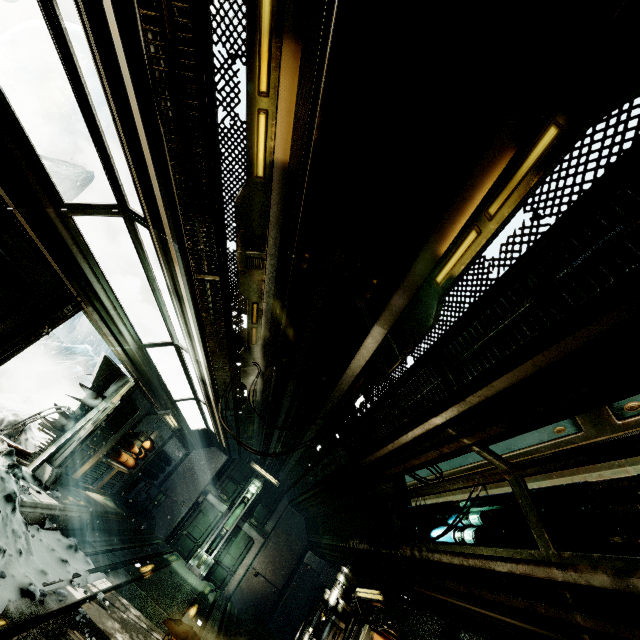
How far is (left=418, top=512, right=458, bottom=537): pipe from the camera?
5.44m

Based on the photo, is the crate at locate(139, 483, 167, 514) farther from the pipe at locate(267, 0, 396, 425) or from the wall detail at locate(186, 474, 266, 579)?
the pipe at locate(267, 0, 396, 425)

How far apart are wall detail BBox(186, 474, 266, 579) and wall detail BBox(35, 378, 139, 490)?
8.0m

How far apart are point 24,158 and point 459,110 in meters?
4.3

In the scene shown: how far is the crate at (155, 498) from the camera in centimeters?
1305cm

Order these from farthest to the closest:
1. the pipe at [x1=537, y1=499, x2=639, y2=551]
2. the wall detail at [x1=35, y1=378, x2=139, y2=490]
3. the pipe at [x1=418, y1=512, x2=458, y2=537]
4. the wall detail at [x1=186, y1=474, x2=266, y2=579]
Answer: the wall detail at [x1=186, y1=474, x2=266, y2=579] < the wall detail at [x1=35, y1=378, x2=139, y2=490] < the pipe at [x1=418, y1=512, x2=458, y2=537] < the pipe at [x1=537, y1=499, x2=639, y2=551]

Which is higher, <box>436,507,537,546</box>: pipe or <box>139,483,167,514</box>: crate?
<box>436,507,537,546</box>: pipe

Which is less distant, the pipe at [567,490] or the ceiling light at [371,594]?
the pipe at [567,490]
